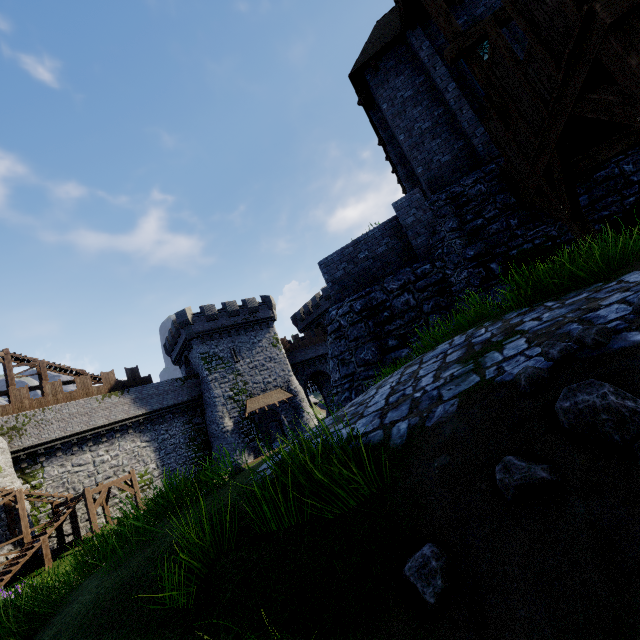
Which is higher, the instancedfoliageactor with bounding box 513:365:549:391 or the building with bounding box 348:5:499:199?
the building with bounding box 348:5:499:199

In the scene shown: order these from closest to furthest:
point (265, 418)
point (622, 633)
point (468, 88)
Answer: point (622, 633) < point (468, 88) < point (265, 418)

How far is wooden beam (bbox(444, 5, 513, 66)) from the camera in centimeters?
758cm

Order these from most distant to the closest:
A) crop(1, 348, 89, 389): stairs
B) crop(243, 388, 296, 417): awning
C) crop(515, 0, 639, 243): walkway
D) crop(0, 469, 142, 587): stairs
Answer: crop(243, 388, 296, 417): awning → crop(1, 348, 89, 389): stairs → crop(0, 469, 142, 587): stairs → crop(515, 0, 639, 243): walkway

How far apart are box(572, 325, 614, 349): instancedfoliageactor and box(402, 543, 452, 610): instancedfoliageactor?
1.4m

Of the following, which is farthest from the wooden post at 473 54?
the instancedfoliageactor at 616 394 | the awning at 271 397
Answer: the awning at 271 397

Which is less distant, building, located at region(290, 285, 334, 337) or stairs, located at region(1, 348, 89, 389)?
stairs, located at region(1, 348, 89, 389)

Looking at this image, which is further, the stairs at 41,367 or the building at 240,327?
the building at 240,327
